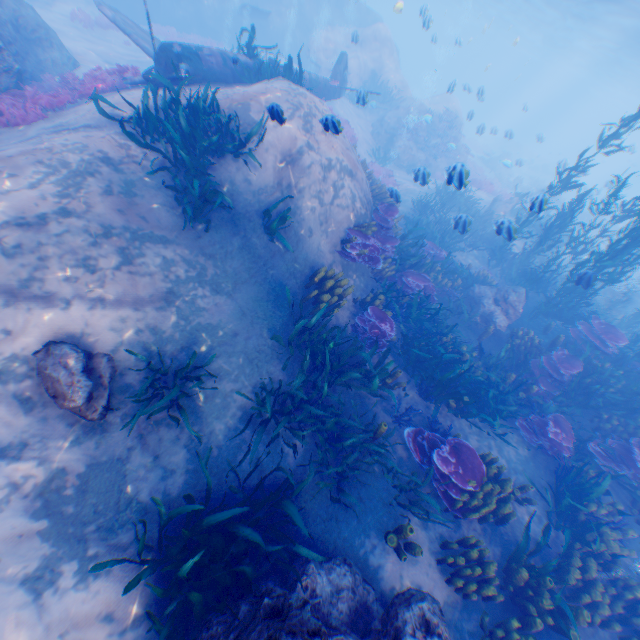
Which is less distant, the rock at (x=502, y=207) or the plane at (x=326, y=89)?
the plane at (x=326, y=89)

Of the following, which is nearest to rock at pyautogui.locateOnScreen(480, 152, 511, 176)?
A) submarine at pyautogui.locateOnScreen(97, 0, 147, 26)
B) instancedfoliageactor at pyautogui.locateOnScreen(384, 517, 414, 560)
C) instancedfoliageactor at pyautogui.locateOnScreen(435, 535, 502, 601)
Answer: submarine at pyautogui.locateOnScreen(97, 0, 147, 26)

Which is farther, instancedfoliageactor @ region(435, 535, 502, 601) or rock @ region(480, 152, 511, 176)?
rock @ region(480, 152, 511, 176)

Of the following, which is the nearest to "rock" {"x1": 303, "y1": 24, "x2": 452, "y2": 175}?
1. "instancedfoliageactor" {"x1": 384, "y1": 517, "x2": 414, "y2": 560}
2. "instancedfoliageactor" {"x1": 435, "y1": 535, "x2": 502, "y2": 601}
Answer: "instancedfoliageactor" {"x1": 384, "y1": 517, "x2": 414, "y2": 560}

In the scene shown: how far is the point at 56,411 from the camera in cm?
464

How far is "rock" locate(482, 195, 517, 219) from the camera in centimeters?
1722cm

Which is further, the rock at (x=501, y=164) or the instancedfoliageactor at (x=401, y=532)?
the rock at (x=501, y=164)
